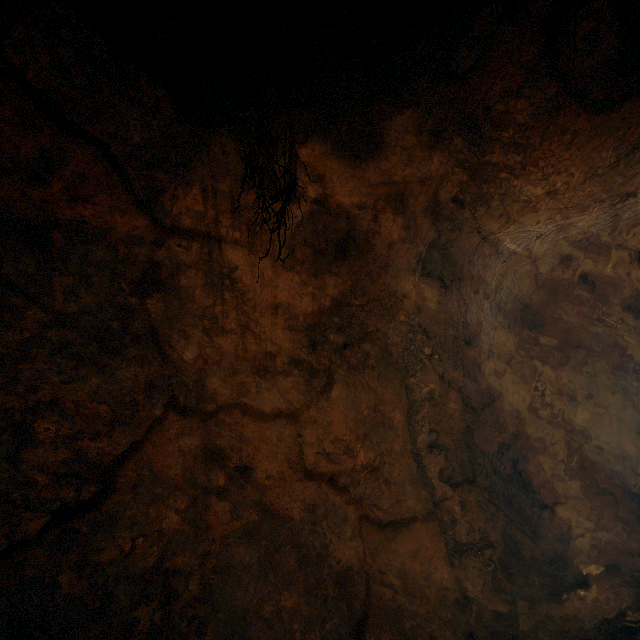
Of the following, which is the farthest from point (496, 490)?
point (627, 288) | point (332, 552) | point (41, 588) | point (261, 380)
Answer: point (41, 588)
